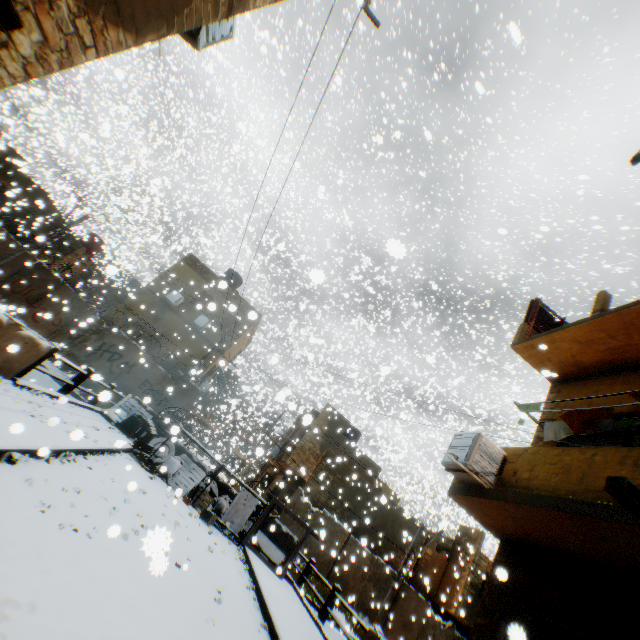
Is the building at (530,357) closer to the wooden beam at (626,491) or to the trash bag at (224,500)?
the wooden beam at (626,491)

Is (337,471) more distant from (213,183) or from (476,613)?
(213,183)

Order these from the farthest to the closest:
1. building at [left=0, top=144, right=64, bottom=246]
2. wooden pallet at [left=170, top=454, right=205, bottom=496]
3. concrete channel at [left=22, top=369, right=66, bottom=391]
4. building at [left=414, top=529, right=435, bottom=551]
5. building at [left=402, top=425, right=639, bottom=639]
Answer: building at [left=0, top=144, right=64, bottom=246]
building at [left=414, top=529, right=435, bottom=551]
concrete channel at [left=22, top=369, right=66, bottom=391]
wooden pallet at [left=170, top=454, right=205, bottom=496]
building at [left=402, top=425, right=639, bottom=639]

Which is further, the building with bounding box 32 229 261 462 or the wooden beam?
the building with bounding box 32 229 261 462

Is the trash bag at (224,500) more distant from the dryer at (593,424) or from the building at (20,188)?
the dryer at (593,424)

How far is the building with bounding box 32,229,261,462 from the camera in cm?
2044

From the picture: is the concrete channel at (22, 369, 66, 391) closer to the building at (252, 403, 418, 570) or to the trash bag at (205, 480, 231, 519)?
the building at (252, 403, 418, 570)
